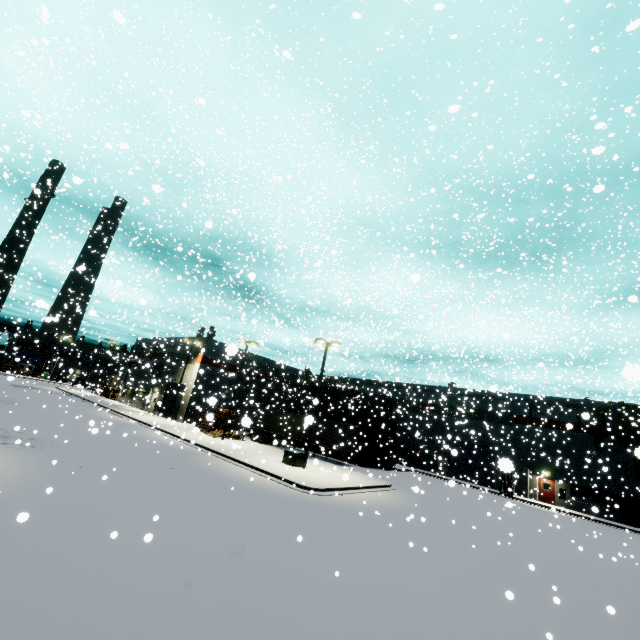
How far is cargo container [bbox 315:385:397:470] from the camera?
34.7m

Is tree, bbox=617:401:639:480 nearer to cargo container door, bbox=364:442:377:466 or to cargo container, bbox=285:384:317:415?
cargo container, bbox=285:384:317:415

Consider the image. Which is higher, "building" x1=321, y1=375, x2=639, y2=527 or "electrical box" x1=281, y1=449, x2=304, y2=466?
"building" x1=321, y1=375, x2=639, y2=527

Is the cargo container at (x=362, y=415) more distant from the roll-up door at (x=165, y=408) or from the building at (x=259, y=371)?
the building at (x=259, y=371)

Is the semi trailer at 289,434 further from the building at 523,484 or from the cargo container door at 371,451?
the cargo container door at 371,451

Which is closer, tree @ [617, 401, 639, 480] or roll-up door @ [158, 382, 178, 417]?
tree @ [617, 401, 639, 480]

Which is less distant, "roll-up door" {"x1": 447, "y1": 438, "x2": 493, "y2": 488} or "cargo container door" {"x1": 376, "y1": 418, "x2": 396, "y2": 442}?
"cargo container door" {"x1": 376, "y1": 418, "x2": 396, "y2": 442}

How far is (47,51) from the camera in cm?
2112
